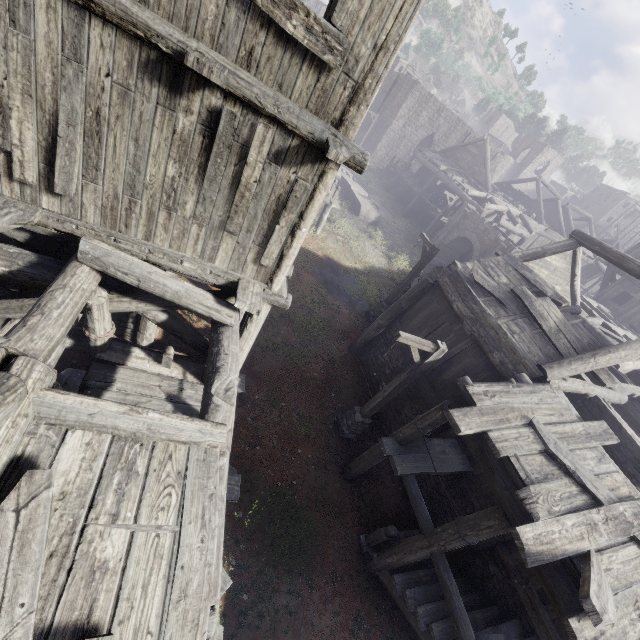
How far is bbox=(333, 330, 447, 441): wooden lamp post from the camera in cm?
813

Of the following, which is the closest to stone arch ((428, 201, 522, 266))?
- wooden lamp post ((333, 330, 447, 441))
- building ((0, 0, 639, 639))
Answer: building ((0, 0, 639, 639))

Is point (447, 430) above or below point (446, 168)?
below

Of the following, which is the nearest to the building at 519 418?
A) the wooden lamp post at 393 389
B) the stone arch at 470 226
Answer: the stone arch at 470 226

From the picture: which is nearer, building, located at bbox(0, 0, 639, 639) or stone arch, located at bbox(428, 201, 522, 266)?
building, located at bbox(0, 0, 639, 639)

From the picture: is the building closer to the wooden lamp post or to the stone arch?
the stone arch

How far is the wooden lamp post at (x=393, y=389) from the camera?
8.1m

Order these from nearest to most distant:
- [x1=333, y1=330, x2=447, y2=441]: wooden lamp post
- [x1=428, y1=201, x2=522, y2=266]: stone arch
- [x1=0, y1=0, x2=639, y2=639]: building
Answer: [x1=0, y1=0, x2=639, y2=639]: building, [x1=333, y1=330, x2=447, y2=441]: wooden lamp post, [x1=428, y1=201, x2=522, y2=266]: stone arch
